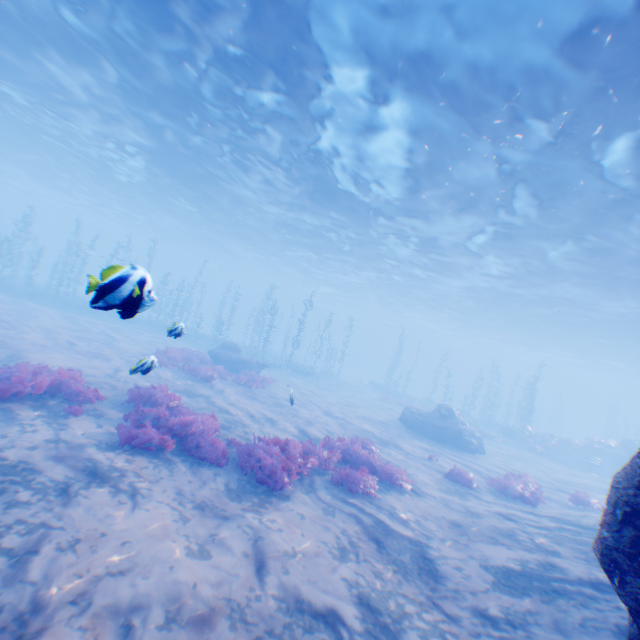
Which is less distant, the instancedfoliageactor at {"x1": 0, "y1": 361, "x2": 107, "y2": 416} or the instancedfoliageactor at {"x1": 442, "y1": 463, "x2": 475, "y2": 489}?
the instancedfoliageactor at {"x1": 0, "y1": 361, "x2": 107, "y2": 416}

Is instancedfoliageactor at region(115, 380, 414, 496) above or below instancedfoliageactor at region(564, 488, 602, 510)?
below

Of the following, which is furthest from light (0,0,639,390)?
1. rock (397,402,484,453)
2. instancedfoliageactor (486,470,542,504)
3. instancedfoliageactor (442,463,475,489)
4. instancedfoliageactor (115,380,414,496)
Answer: instancedfoliageactor (442,463,475,489)

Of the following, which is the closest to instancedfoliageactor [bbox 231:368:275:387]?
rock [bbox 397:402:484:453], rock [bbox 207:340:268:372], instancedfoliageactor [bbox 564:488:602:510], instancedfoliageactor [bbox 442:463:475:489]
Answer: rock [bbox 207:340:268:372]

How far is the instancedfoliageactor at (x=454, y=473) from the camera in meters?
11.9 m

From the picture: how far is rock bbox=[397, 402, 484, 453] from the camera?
18.73m

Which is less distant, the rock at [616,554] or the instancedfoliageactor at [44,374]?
the rock at [616,554]

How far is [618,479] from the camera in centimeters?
379cm
